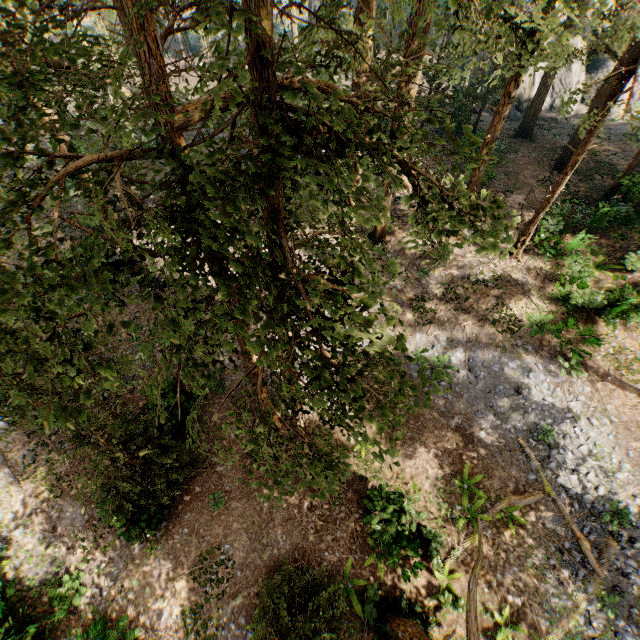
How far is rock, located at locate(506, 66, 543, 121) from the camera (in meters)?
32.75

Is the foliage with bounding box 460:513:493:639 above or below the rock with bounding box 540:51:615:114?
above

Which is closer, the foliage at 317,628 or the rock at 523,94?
the foliage at 317,628

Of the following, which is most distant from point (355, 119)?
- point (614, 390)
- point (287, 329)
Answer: point (614, 390)

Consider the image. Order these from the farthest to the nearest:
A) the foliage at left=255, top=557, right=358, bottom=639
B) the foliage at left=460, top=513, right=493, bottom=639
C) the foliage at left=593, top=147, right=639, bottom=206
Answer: the foliage at left=593, top=147, right=639, bottom=206, the foliage at left=255, top=557, right=358, bottom=639, the foliage at left=460, top=513, right=493, bottom=639

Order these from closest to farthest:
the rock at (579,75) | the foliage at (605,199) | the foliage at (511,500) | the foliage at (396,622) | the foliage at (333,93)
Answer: the foliage at (333,93)
the foliage at (396,622)
the foliage at (511,500)
the foliage at (605,199)
the rock at (579,75)

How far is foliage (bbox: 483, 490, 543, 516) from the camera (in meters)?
13.83
